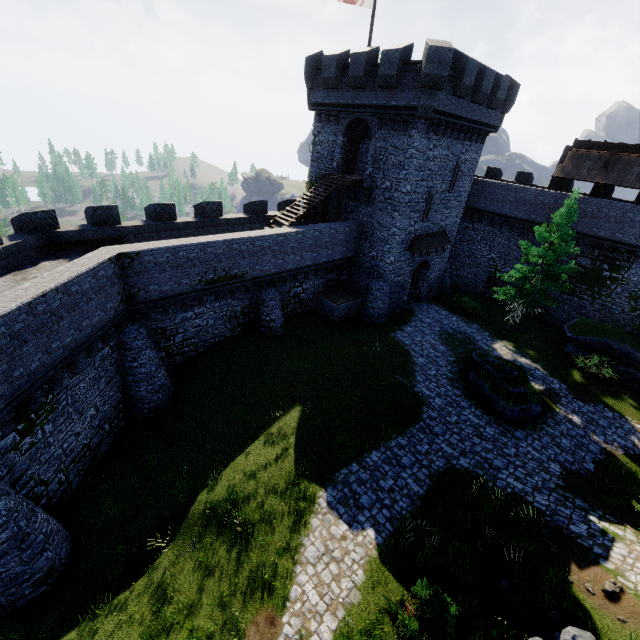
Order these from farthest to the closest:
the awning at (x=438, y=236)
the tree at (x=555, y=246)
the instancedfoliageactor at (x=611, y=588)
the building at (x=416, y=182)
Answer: the awning at (x=438, y=236)
the tree at (x=555, y=246)
the building at (x=416, y=182)
the instancedfoliageactor at (x=611, y=588)

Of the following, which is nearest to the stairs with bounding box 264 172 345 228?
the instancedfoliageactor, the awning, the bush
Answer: the awning

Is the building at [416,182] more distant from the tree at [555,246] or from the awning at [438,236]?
the tree at [555,246]

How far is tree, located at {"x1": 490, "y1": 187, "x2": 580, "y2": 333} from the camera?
20.6m

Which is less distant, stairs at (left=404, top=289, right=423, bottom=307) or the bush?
the bush

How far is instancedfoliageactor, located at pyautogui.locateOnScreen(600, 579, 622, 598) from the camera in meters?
8.7

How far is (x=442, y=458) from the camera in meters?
14.3

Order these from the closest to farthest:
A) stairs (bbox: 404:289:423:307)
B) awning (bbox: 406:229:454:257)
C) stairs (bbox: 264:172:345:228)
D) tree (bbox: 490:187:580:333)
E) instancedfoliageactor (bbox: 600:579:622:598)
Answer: instancedfoliageactor (bbox: 600:579:622:598) → tree (bbox: 490:187:580:333) → stairs (bbox: 264:172:345:228) → awning (bbox: 406:229:454:257) → stairs (bbox: 404:289:423:307)
